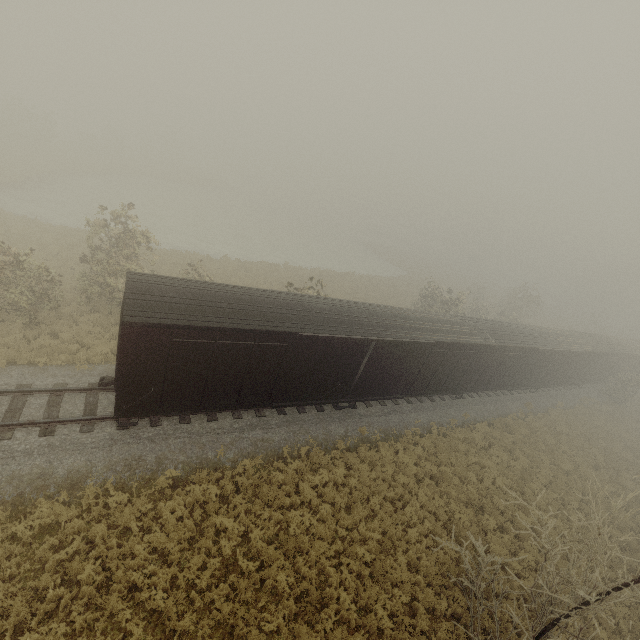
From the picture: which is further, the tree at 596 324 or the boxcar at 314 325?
the tree at 596 324

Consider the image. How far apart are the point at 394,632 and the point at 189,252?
28.86m

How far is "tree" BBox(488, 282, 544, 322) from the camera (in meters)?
37.41

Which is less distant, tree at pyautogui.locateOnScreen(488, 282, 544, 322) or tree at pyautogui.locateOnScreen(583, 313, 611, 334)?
tree at pyautogui.locateOnScreen(488, 282, 544, 322)

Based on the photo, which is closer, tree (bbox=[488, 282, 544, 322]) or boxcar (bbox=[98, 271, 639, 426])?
boxcar (bbox=[98, 271, 639, 426])

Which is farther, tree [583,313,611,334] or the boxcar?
tree [583,313,611,334]

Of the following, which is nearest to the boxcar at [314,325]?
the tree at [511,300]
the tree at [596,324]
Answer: the tree at [511,300]

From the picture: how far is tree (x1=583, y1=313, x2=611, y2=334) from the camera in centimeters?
5681cm
